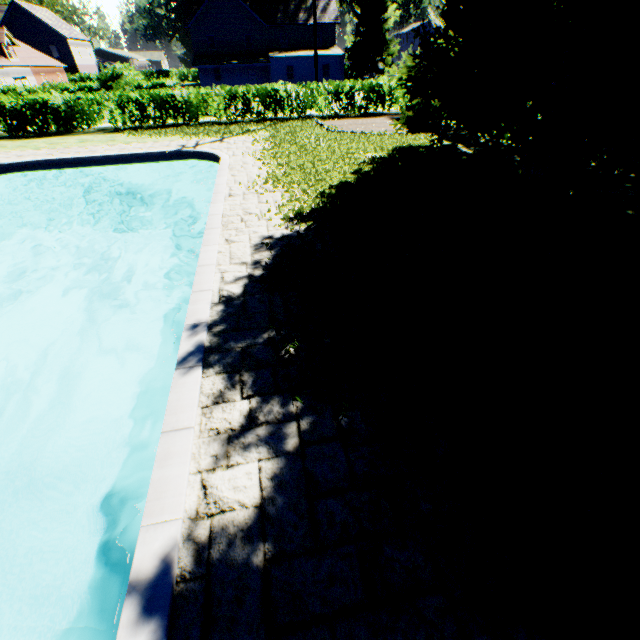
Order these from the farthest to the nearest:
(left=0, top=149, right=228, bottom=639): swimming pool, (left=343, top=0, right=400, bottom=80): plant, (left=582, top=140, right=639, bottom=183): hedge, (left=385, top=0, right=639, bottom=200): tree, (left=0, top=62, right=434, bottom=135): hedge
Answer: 1. (left=343, top=0, right=400, bottom=80): plant
2. (left=0, top=62, right=434, bottom=135): hedge
3. (left=582, top=140, right=639, bottom=183): hedge
4. (left=385, top=0, right=639, bottom=200): tree
5. (left=0, top=149, right=228, bottom=639): swimming pool

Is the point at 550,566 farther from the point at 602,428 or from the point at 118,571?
the point at 118,571

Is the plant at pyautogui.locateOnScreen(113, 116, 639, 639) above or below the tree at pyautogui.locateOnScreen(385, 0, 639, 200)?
below

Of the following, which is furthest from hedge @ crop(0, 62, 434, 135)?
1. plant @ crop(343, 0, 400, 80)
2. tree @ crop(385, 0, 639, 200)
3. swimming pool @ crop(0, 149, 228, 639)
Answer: swimming pool @ crop(0, 149, 228, 639)

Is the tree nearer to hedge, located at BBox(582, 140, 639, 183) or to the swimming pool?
hedge, located at BBox(582, 140, 639, 183)

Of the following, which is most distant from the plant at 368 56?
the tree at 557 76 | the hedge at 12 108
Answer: the hedge at 12 108

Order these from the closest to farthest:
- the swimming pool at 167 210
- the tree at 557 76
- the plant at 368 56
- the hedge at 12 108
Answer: the swimming pool at 167 210 → the tree at 557 76 → the hedge at 12 108 → the plant at 368 56

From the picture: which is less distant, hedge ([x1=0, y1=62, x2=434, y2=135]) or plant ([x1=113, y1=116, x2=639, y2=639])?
plant ([x1=113, y1=116, x2=639, y2=639])
